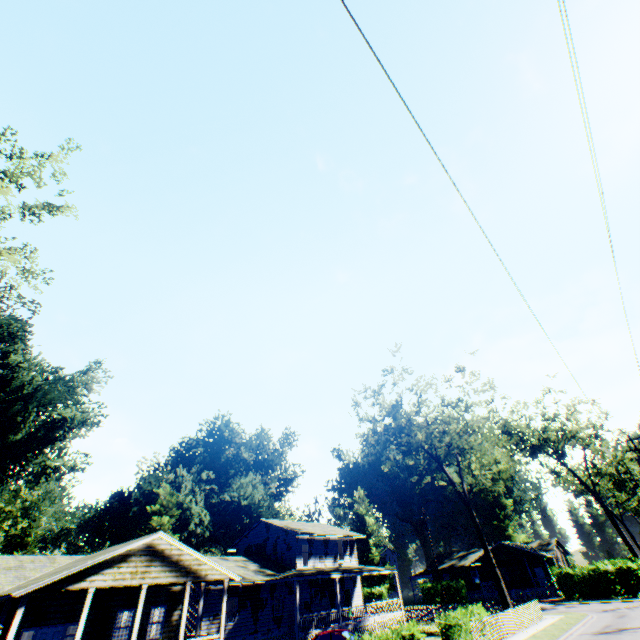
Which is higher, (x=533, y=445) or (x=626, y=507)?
(x=533, y=445)

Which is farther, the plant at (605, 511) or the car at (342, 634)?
the plant at (605, 511)

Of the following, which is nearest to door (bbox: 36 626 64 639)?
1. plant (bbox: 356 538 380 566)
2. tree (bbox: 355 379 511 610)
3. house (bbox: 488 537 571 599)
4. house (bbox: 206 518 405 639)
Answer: house (bbox: 206 518 405 639)

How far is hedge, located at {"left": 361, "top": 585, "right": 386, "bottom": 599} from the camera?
51.1 meters

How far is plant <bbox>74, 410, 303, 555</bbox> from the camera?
43.66m

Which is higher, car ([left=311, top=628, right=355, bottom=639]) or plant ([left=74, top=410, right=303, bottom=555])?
plant ([left=74, top=410, right=303, bottom=555])

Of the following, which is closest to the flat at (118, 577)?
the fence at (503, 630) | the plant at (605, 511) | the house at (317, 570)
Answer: the house at (317, 570)

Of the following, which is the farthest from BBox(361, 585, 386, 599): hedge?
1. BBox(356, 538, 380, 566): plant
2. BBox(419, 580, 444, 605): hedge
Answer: BBox(356, 538, 380, 566): plant
